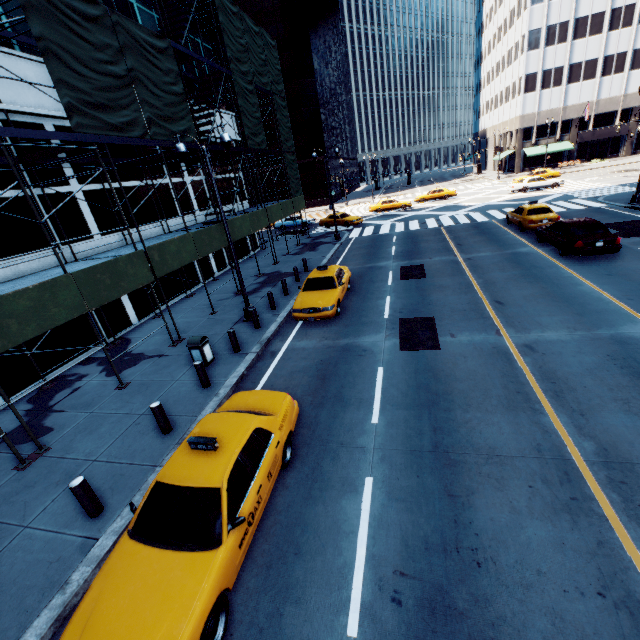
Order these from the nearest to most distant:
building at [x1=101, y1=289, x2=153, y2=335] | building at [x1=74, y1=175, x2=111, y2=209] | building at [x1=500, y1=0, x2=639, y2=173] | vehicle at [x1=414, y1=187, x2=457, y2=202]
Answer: building at [x1=74, y1=175, x2=111, y2=209] → building at [x1=101, y1=289, x2=153, y2=335] → vehicle at [x1=414, y1=187, x2=457, y2=202] → building at [x1=500, y1=0, x2=639, y2=173]

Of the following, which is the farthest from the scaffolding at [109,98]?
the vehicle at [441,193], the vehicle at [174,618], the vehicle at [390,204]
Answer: the vehicle at [441,193]

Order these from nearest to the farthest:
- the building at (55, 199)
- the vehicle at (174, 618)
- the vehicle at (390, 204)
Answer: the vehicle at (174, 618), the building at (55, 199), the vehicle at (390, 204)

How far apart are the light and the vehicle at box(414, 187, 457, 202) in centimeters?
3562cm

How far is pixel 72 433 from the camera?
8.87m

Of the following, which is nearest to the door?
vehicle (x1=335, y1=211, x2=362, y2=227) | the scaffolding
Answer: vehicle (x1=335, y1=211, x2=362, y2=227)

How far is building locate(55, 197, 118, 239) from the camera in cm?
1308
